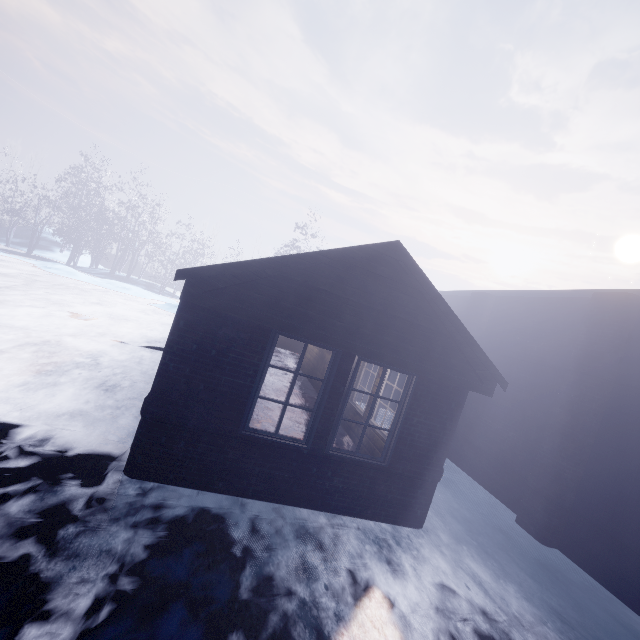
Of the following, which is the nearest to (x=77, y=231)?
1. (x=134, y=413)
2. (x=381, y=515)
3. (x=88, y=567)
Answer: (x=134, y=413)
